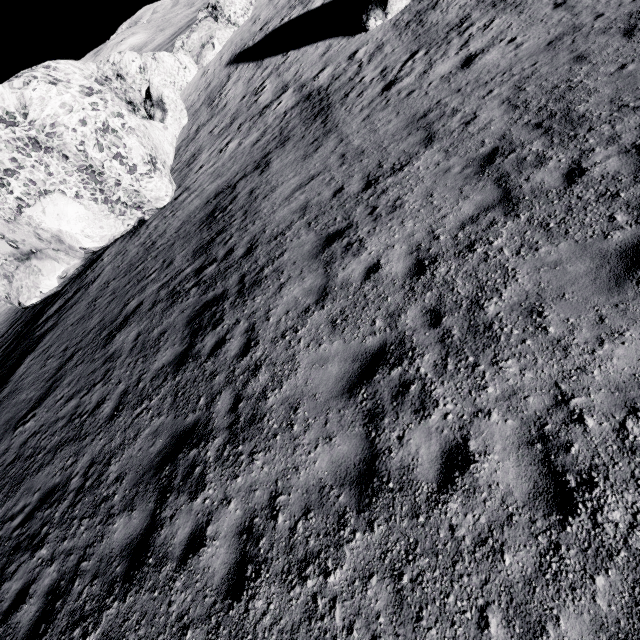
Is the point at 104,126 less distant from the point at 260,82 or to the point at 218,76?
the point at 260,82

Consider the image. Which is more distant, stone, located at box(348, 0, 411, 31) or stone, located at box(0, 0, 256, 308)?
stone, located at box(348, 0, 411, 31)

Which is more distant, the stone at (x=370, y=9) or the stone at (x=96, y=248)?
the stone at (x=370, y=9)
